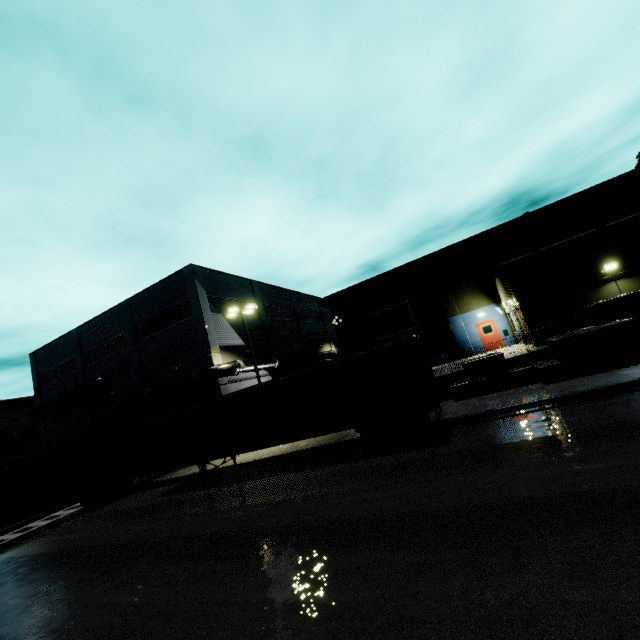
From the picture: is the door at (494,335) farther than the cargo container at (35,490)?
Yes

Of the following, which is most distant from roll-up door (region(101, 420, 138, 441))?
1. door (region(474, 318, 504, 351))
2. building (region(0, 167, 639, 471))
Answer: door (region(474, 318, 504, 351))

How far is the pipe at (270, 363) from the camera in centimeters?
2788cm

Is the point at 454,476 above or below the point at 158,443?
below

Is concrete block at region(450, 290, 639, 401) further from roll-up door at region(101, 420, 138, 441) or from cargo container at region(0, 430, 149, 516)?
cargo container at region(0, 430, 149, 516)

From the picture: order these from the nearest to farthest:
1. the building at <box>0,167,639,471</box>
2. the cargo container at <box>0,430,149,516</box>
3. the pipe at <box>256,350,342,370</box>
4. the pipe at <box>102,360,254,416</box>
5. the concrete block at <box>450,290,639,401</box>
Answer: the concrete block at <box>450,290,639,401</box> → the cargo container at <box>0,430,149,516</box> → the building at <box>0,167,639,471</box> → the pipe at <box>102,360,254,416</box> → the pipe at <box>256,350,342,370</box>

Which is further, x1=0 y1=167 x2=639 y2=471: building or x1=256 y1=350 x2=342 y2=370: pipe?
x1=256 y1=350 x2=342 y2=370: pipe

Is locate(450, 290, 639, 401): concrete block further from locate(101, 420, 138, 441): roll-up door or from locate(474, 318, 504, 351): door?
locate(474, 318, 504, 351): door
